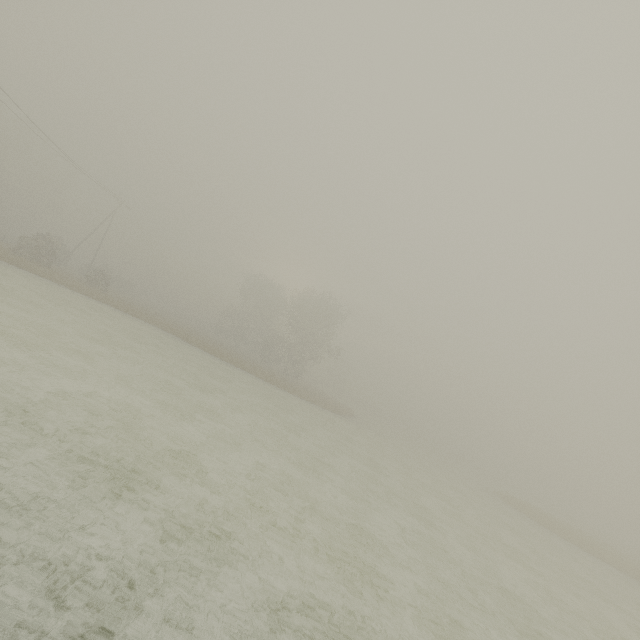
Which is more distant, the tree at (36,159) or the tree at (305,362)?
the tree at (36,159)

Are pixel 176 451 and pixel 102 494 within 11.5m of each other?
yes

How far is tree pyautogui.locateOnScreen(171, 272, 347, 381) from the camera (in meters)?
44.03

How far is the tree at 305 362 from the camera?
44.0m

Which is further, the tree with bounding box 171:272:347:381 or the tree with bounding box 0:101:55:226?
the tree with bounding box 0:101:55:226
